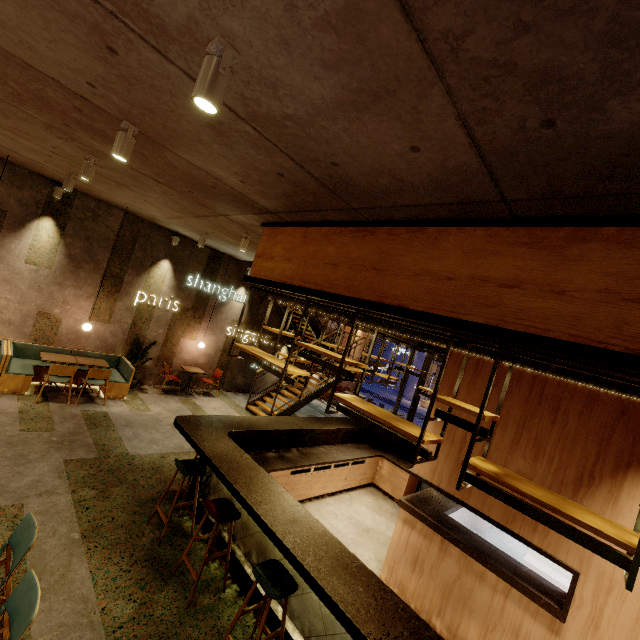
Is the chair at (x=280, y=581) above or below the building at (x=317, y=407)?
above

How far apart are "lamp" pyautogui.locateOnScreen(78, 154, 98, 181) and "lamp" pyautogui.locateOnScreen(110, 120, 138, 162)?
1.8 meters

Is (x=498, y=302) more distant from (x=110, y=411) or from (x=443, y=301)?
(x=110, y=411)

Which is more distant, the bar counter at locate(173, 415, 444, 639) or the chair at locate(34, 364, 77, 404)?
the chair at locate(34, 364, 77, 404)

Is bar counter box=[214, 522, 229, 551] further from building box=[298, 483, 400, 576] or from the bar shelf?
the bar shelf

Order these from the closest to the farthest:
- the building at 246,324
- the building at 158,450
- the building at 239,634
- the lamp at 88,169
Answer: the building at 158,450 < the building at 239,634 < the lamp at 88,169 < the building at 246,324

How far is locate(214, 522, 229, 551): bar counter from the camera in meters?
4.2 m

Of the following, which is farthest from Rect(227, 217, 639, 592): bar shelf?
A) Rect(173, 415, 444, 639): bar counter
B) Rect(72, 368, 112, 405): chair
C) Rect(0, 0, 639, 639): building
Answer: Rect(72, 368, 112, 405): chair
